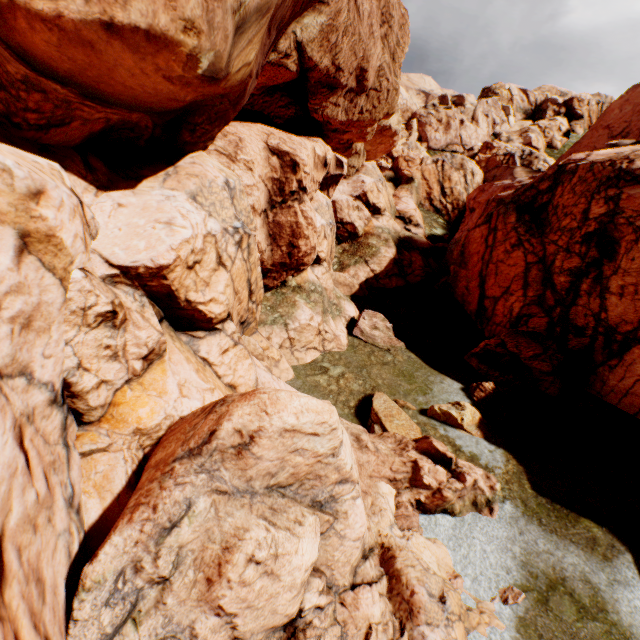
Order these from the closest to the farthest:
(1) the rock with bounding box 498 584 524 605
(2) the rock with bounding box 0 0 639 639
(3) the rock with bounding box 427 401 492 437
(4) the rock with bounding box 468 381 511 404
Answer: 1. (2) the rock with bounding box 0 0 639 639
2. (1) the rock with bounding box 498 584 524 605
3. (3) the rock with bounding box 427 401 492 437
4. (4) the rock with bounding box 468 381 511 404

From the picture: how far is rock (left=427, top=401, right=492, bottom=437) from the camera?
14.80m

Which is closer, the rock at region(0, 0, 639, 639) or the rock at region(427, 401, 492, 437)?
the rock at region(0, 0, 639, 639)

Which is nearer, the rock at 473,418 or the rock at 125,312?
the rock at 125,312

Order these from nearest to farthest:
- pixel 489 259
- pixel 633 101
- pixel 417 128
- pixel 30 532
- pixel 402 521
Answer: pixel 30 532, pixel 402 521, pixel 489 259, pixel 633 101, pixel 417 128

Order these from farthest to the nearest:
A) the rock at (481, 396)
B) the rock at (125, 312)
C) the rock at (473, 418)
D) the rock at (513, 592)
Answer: the rock at (481, 396)
the rock at (473, 418)
the rock at (513, 592)
the rock at (125, 312)

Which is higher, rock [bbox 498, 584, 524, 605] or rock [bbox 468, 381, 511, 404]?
rock [bbox 468, 381, 511, 404]
